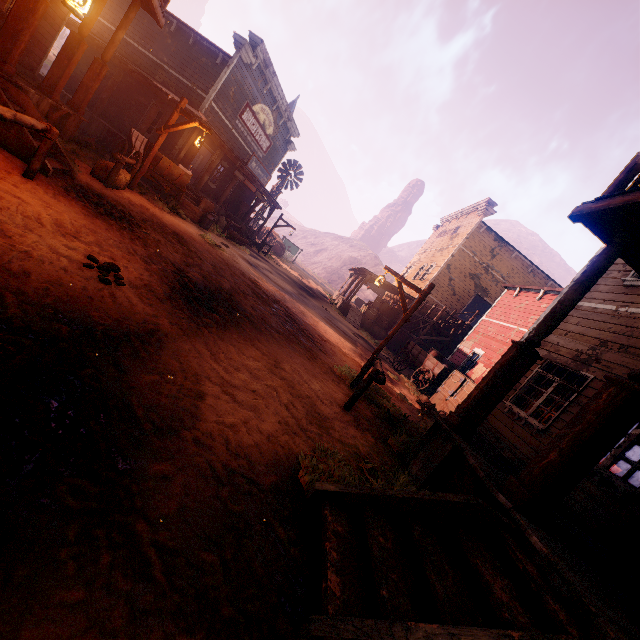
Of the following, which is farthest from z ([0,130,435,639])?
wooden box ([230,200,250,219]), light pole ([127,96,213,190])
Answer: wooden box ([230,200,250,219])

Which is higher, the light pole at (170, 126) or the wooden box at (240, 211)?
the light pole at (170, 126)

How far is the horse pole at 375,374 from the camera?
5.59m

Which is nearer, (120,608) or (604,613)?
(120,608)

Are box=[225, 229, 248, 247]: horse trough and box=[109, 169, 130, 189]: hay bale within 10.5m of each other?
yes

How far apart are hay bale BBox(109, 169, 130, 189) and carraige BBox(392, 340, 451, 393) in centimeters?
1307cm

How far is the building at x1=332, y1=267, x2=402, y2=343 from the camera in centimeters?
2286cm

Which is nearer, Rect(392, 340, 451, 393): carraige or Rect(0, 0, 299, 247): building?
Rect(0, 0, 299, 247): building
